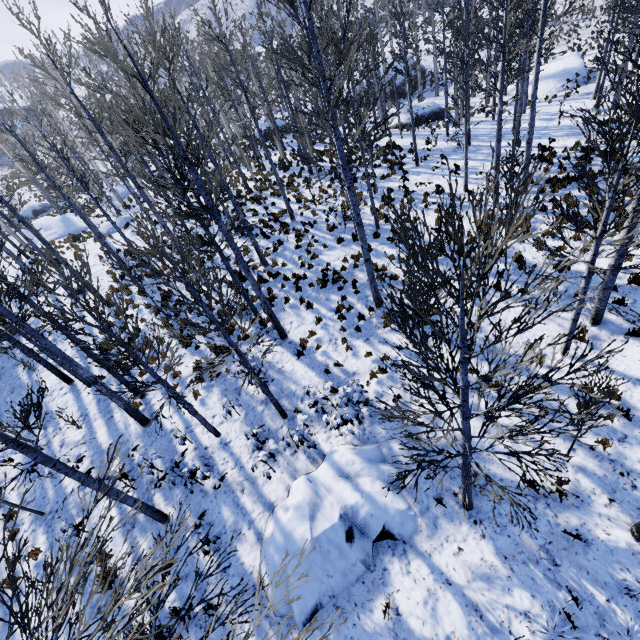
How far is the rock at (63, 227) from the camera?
27.2 meters

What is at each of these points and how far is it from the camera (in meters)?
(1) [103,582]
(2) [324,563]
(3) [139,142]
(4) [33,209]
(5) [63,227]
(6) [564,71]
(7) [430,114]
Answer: (1) instancedfoliageactor, 7.35
(2) rock, 6.46
(3) instancedfoliageactor, 7.51
(4) rock, 35.94
(5) rock, 27.98
(6) rock, 25.47
(7) rock, 25.70

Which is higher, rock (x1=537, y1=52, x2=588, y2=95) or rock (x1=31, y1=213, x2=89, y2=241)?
rock (x1=31, y1=213, x2=89, y2=241)

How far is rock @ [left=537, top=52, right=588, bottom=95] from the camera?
24.8m

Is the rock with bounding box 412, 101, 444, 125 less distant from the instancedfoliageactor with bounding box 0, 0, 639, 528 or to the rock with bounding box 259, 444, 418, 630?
the instancedfoliageactor with bounding box 0, 0, 639, 528

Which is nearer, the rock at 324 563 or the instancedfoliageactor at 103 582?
the instancedfoliageactor at 103 582

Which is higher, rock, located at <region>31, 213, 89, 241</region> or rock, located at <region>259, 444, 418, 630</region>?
rock, located at <region>31, 213, 89, 241</region>

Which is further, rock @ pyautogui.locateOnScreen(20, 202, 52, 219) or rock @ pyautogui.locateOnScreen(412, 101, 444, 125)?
rock @ pyautogui.locateOnScreen(20, 202, 52, 219)
